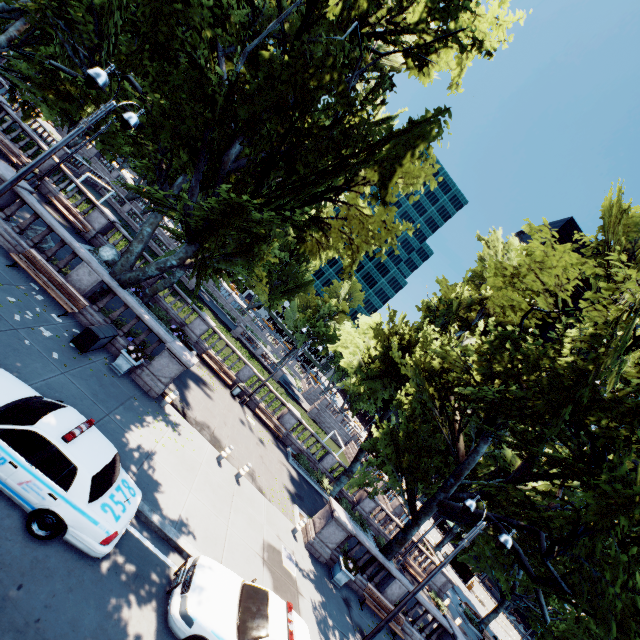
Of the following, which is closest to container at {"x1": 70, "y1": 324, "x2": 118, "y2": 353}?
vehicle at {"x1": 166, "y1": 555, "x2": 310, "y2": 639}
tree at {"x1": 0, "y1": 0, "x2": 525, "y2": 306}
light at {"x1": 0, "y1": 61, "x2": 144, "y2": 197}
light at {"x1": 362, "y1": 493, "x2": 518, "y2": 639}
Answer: tree at {"x1": 0, "y1": 0, "x2": 525, "y2": 306}

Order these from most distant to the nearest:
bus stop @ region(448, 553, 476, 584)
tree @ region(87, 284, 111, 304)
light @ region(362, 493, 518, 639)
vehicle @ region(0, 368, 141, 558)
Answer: bus stop @ region(448, 553, 476, 584) < tree @ region(87, 284, 111, 304) < light @ region(362, 493, 518, 639) < vehicle @ region(0, 368, 141, 558)

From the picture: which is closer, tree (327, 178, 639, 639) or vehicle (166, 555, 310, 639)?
vehicle (166, 555, 310, 639)

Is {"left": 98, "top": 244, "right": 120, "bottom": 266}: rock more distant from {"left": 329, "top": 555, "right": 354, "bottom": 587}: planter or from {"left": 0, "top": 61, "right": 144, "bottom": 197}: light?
{"left": 329, "top": 555, "right": 354, "bottom": 587}: planter

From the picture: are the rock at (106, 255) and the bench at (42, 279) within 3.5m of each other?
no

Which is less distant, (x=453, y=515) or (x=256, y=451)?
(x=453, y=515)

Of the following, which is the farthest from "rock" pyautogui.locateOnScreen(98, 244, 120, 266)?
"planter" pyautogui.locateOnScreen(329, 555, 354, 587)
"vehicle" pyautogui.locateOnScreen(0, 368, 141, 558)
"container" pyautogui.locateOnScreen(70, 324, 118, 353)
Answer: "planter" pyautogui.locateOnScreen(329, 555, 354, 587)

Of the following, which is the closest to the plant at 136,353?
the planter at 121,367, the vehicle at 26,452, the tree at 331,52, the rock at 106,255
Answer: the planter at 121,367
